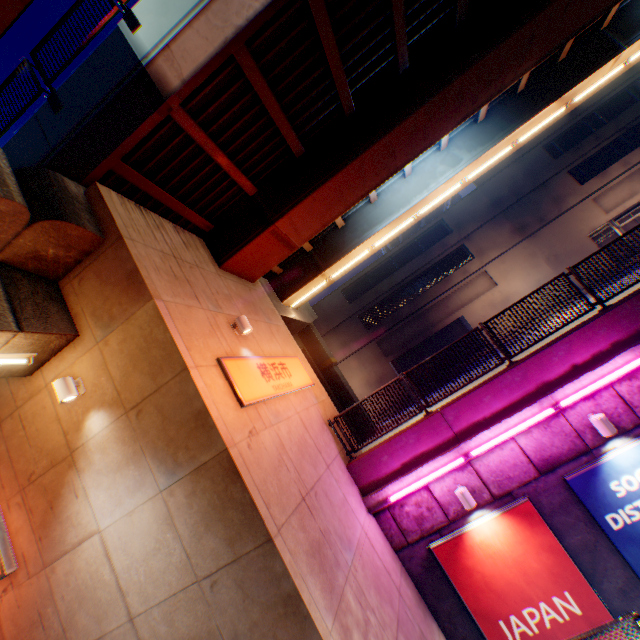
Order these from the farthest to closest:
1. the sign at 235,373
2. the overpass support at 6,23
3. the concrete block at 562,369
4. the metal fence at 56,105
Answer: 1. the concrete block at 562,369
2. the metal fence at 56,105
3. the sign at 235,373
4. the overpass support at 6,23

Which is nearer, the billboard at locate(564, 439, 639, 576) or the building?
the billboard at locate(564, 439, 639, 576)

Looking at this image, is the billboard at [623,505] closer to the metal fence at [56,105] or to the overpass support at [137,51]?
the metal fence at [56,105]

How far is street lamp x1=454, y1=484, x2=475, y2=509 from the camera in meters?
7.4

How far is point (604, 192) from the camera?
25.7 meters

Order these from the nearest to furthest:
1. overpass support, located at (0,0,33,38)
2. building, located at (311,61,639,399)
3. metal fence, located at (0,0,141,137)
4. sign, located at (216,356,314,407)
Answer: overpass support, located at (0,0,33,38)
sign, located at (216,356,314,407)
metal fence, located at (0,0,141,137)
building, located at (311,61,639,399)

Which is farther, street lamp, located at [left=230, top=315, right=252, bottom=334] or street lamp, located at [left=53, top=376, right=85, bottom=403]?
street lamp, located at [left=230, top=315, right=252, bottom=334]

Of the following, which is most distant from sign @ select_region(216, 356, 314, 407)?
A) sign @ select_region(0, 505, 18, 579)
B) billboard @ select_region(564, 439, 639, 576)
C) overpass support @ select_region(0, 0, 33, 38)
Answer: billboard @ select_region(564, 439, 639, 576)
